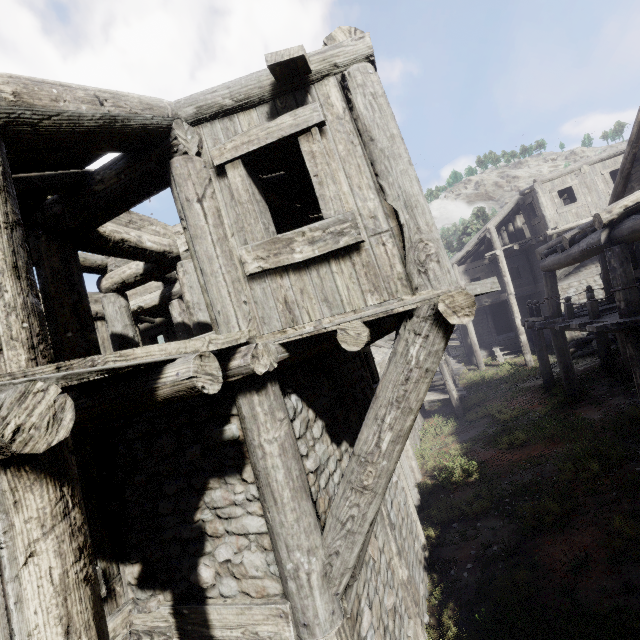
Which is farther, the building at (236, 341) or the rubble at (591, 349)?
the rubble at (591, 349)

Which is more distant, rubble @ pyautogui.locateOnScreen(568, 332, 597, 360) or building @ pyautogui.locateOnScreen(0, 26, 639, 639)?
rubble @ pyautogui.locateOnScreen(568, 332, 597, 360)

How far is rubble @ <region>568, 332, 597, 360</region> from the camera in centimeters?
1672cm

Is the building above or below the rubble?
above

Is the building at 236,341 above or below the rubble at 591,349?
above

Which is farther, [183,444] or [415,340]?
[183,444]
